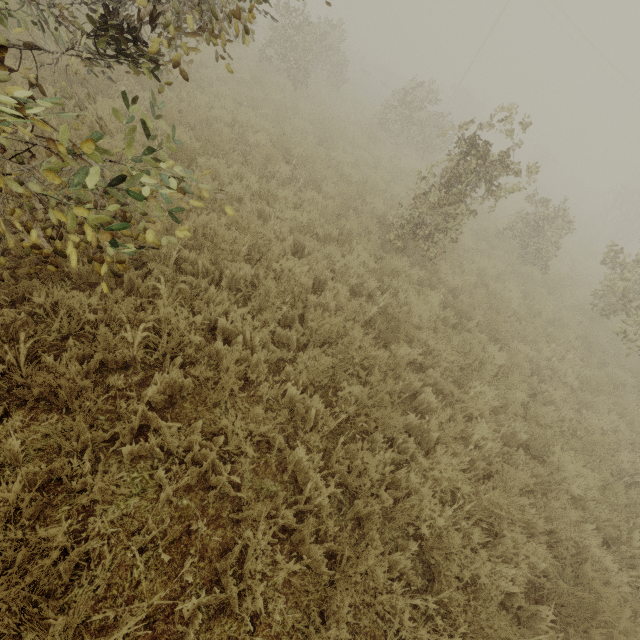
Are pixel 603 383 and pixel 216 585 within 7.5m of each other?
no

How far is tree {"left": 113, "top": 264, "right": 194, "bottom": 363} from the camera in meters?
3.0 m

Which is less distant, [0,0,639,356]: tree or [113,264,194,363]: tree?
[0,0,639,356]: tree

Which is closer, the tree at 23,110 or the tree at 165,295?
the tree at 23,110

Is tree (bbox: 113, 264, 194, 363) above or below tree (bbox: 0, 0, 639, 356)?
below
